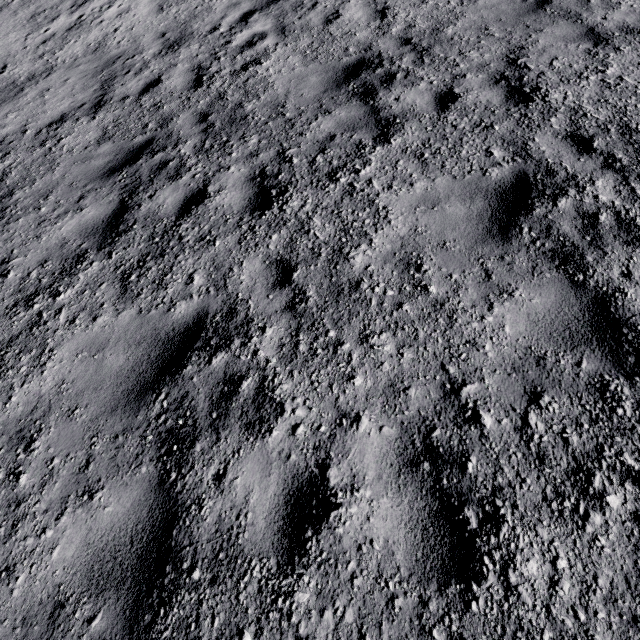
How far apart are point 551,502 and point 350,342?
1.87m
